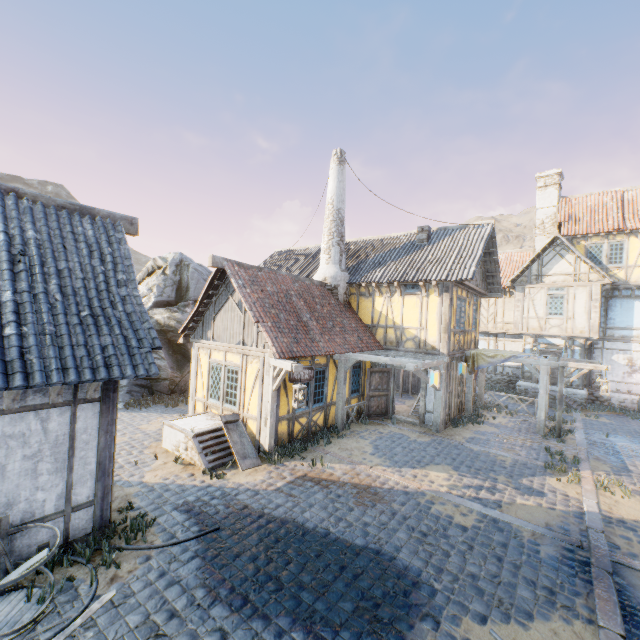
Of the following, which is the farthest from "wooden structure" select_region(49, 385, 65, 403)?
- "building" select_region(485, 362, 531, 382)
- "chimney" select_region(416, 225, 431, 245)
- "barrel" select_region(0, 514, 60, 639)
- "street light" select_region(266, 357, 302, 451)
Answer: "building" select_region(485, 362, 531, 382)

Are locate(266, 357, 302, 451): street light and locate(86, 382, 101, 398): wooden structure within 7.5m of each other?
yes

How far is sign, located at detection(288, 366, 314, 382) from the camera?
9.4m

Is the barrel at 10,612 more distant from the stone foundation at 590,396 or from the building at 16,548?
the stone foundation at 590,396

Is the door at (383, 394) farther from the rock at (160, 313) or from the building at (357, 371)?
the rock at (160, 313)

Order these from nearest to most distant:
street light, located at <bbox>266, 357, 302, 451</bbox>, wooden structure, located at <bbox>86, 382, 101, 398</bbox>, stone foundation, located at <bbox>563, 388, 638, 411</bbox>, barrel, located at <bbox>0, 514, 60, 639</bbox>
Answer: barrel, located at <bbox>0, 514, 60, 639</bbox>, wooden structure, located at <bbox>86, 382, 101, 398</bbox>, street light, located at <bbox>266, 357, 302, 451</bbox>, stone foundation, located at <bbox>563, 388, 638, 411</bbox>

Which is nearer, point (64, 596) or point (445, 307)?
point (64, 596)

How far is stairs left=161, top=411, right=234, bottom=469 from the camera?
8.51m
